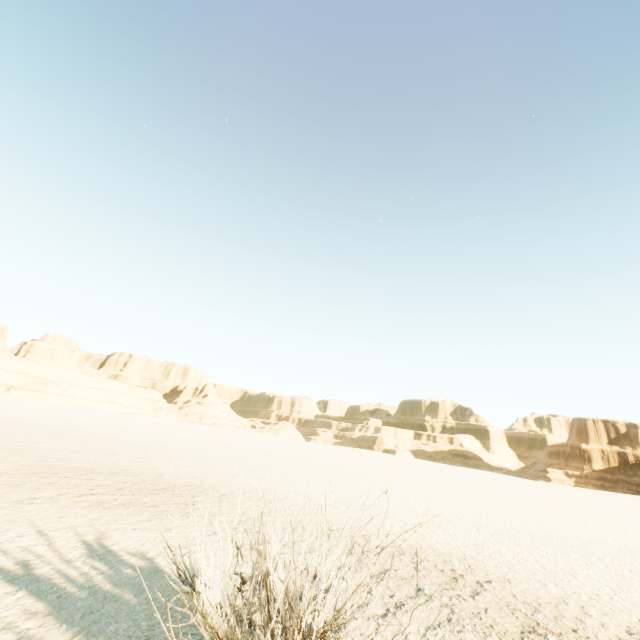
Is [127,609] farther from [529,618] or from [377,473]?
[377,473]
